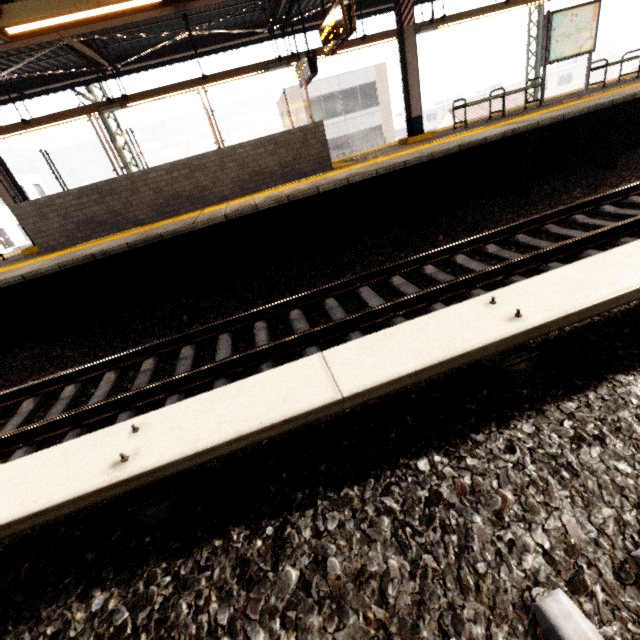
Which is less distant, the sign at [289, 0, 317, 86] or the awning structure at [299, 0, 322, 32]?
the sign at [289, 0, 317, 86]

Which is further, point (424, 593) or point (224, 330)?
point (224, 330)

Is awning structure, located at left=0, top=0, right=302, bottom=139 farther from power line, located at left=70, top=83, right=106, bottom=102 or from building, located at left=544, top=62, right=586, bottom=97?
building, located at left=544, top=62, right=586, bottom=97

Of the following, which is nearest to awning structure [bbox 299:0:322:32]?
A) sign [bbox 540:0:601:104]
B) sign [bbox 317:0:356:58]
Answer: sign [bbox 317:0:356:58]

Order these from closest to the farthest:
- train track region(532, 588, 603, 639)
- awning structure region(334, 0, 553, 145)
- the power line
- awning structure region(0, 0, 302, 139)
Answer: train track region(532, 588, 603, 639), awning structure region(0, 0, 302, 139), awning structure region(334, 0, 553, 145), the power line

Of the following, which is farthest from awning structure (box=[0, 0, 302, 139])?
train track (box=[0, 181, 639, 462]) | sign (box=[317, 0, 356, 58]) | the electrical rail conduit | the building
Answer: the building

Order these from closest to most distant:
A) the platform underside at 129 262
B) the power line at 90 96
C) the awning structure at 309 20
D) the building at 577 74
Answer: the platform underside at 129 262 → the awning structure at 309 20 → the power line at 90 96 → the building at 577 74

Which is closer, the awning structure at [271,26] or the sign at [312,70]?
the awning structure at [271,26]
